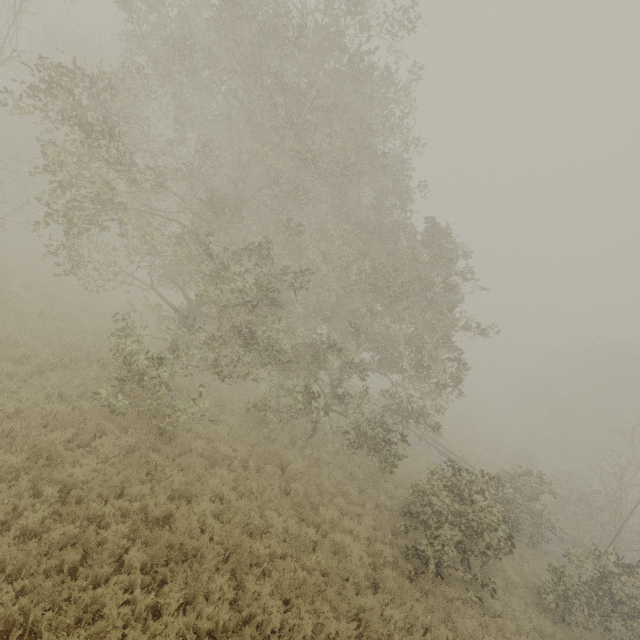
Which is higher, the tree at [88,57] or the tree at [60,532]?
the tree at [88,57]

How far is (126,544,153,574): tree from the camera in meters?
6.5 m

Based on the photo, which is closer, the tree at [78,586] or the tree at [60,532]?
the tree at [78,586]

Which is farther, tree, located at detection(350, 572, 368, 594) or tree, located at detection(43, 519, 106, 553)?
tree, located at detection(350, 572, 368, 594)

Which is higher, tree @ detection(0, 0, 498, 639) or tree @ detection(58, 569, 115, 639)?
tree @ detection(0, 0, 498, 639)

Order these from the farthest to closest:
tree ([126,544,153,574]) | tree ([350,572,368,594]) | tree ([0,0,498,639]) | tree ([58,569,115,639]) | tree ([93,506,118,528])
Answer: tree ([350,572,368,594])
tree ([0,0,498,639])
tree ([93,506,118,528])
tree ([126,544,153,574])
tree ([58,569,115,639])

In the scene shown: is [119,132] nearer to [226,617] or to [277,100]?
[277,100]
